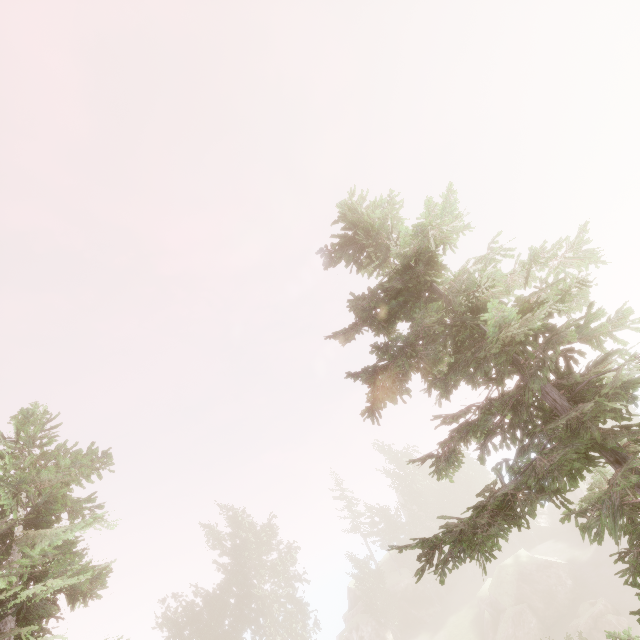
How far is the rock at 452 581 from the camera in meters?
42.1 m

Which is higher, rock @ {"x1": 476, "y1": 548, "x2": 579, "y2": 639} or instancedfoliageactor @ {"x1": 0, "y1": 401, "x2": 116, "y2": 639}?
instancedfoliageactor @ {"x1": 0, "y1": 401, "x2": 116, "y2": 639}

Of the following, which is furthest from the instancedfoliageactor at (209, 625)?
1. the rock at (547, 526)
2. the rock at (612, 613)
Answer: the rock at (612, 613)

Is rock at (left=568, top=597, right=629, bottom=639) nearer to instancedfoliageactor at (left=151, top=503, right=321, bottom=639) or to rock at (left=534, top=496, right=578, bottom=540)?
rock at (left=534, top=496, right=578, bottom=540)

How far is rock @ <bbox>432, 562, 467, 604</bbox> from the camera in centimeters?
4208cm

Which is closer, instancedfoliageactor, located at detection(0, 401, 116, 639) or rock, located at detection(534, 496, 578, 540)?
instancedfoliageactor, located at detection(0, 401, 116, 639)

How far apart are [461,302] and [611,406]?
3.00m
